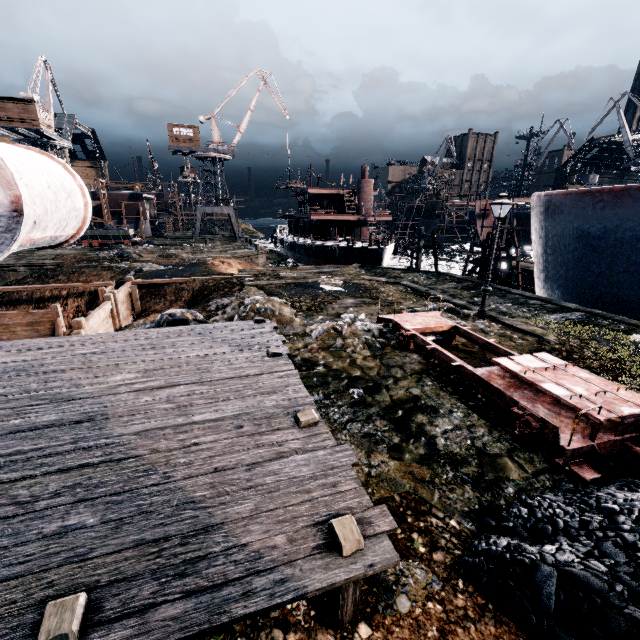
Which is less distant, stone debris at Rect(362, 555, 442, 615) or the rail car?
stone debris at Rect(362, 555, 442, 615)

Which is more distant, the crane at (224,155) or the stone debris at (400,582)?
the crane at (224,155)

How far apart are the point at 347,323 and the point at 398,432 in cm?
737

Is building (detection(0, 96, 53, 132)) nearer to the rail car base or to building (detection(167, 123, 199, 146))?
building (detection(167, 123, 199, 146))

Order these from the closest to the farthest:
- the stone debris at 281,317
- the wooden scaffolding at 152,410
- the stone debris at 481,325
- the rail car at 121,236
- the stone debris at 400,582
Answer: the wooden scaffolding at 152,410 → the stone debris at 400,582 → the stone debris at 281,317 → the stone debris at 481,325 → the rail car at 121,236

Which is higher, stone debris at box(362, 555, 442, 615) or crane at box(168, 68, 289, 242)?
crane at box(168, 68, 289, 242)

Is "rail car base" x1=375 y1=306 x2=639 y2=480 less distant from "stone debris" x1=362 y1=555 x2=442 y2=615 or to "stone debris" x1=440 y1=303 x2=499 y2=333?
"stone debris" x1=440 y1=303 x2=499 y2=333

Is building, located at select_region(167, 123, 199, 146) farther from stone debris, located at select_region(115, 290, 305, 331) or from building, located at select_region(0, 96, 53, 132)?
stone debris, located at select_region(115, 290, 305, 331)
